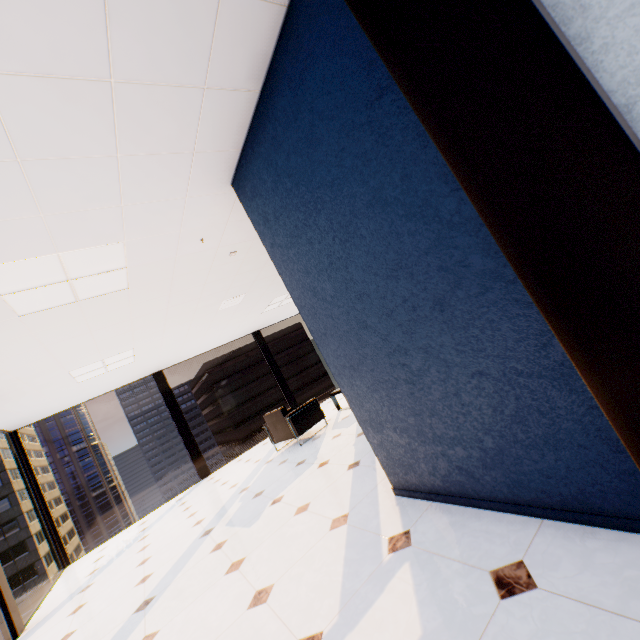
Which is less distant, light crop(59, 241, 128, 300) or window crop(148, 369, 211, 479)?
light crop(59, 241, 128, 300)

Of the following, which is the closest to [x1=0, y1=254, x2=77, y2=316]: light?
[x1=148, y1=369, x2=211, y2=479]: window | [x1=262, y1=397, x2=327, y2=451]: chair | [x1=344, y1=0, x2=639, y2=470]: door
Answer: [x1=344, y1=0, x2=639, y2=470]: door

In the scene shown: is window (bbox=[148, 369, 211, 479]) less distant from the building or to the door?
the door

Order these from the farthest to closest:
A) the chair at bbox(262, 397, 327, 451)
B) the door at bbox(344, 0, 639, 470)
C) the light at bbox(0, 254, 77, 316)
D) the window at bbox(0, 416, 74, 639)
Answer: the chair at bbox(262, 397, 327, 451)
the window at bbox(0, 416, 74, 639)
the light at bbox(0, 254, 77, 316)
the door at bbox(344, 0, 639, 470)

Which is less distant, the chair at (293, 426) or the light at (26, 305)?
the light at (26, 305)

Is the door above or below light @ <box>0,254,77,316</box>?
below

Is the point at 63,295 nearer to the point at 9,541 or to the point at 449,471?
the point at 449,471

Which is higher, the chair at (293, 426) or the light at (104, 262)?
the light at (104, 262)
